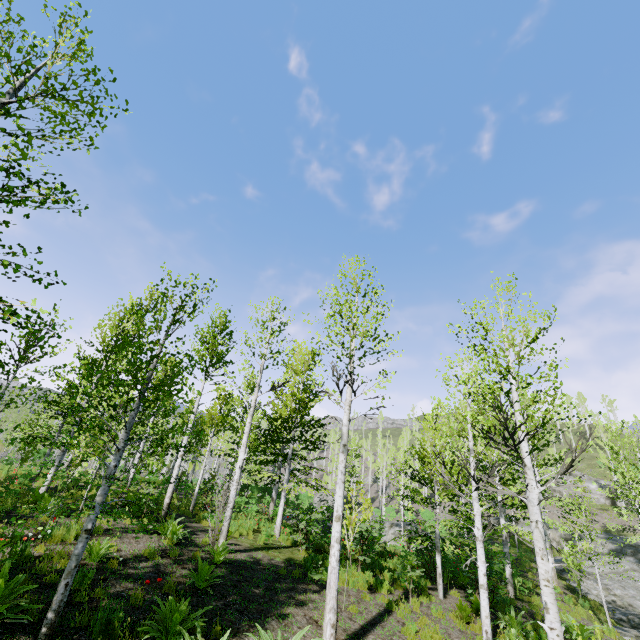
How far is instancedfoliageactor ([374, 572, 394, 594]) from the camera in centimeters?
1055cm

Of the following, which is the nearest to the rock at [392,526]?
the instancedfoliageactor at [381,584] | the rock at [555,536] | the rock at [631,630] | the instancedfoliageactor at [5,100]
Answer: the instancedfoliageactor at [381,584]

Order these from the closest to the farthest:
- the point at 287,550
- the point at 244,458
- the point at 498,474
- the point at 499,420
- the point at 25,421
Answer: the point at 499,420 → the point at 244,458 → the point at 287,550 → the point at 498,474 → the point at 25,421

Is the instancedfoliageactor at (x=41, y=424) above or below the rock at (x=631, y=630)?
above

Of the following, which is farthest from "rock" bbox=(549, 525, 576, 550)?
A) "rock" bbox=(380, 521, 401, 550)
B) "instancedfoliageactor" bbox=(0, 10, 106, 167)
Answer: "rock" bbox=(380, 521, 401, 550)

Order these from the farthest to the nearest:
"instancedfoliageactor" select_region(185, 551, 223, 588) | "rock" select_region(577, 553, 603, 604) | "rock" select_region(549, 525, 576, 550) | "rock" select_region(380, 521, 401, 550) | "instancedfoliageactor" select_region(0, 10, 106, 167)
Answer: "rock" select_region(549, 525, 576, 550), "rock" select_region(577, 553, 603, 604), "rock" select_region(380, 521, 401, 550), "instancedfoliageactor" select_region(185, 551, 223, 588), "instancedfoliageactor" select_region(0, 10, 106, 167)

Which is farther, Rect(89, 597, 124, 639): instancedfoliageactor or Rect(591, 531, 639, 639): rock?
Rect(591, 531, 639, 639): rock

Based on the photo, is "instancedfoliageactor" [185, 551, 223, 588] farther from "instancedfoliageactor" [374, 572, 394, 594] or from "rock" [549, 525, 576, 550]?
"instancedfoliageactor" [374, 572, 394, 594]
